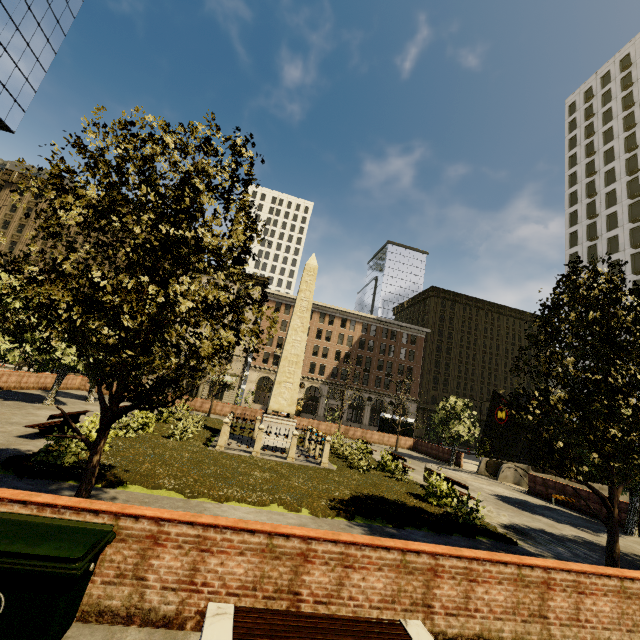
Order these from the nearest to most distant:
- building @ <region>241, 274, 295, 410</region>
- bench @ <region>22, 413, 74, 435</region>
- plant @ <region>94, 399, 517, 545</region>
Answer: plant @ <region>94, 399, 517, 545</region>
bench @ <region>22, 413, 74, 435</region>
building @ <region>241, 274, 295, 410</region>

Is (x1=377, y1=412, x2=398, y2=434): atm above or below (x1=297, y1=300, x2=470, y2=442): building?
below

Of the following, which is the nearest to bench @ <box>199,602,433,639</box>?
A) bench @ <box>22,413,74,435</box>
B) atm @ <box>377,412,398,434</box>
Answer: bench @ <box>22,413,74,435</box>

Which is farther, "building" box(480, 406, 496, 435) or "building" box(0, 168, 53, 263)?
"building" box(480, 406, 496, 435)

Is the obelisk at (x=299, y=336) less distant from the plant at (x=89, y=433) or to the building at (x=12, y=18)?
the plant at (x=89, y=433)

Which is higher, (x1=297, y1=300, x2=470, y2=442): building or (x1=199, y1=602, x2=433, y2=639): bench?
(x1=297, y1=300, x2=470, y2=442): building

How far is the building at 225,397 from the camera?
50.5 meters

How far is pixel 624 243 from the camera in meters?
45.9
